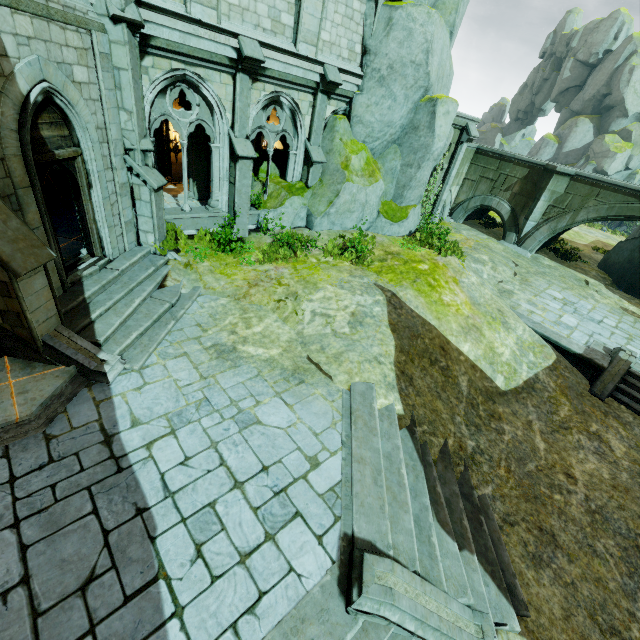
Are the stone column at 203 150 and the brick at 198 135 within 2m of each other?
yes

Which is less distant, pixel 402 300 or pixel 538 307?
pixel 402 300

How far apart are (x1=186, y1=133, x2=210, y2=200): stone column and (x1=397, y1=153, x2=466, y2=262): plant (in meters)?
9.31

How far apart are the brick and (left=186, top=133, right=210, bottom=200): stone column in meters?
0.0

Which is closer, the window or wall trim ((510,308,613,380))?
the window

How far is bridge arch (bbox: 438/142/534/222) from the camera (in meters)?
20.12

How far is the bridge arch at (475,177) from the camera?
20.1 meters

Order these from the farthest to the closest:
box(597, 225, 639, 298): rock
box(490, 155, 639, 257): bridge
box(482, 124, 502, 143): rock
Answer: box(482, 124, 502, 143): rock
box(597, 225, 639, 298): rock
box(490, 155, 639, 257): bridge
